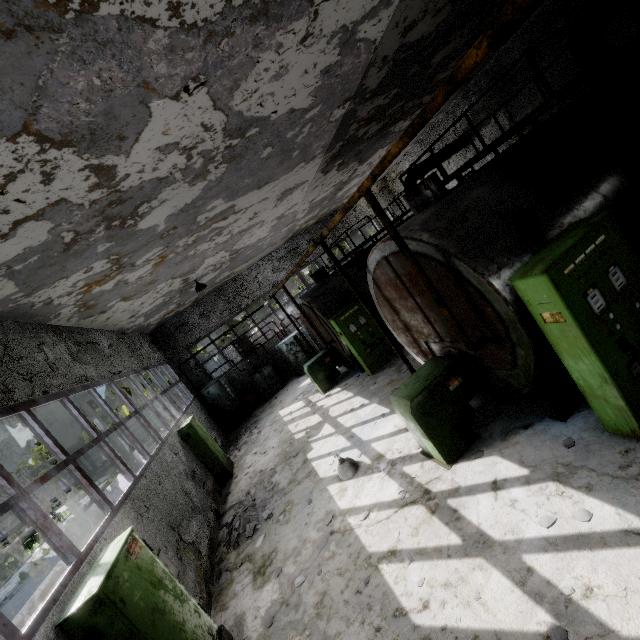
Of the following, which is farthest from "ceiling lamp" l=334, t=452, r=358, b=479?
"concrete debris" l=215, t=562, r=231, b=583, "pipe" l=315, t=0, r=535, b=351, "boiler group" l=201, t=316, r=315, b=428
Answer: "pipe" l=315, t=0, r=535, b=351

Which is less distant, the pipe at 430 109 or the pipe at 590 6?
the pipe at 430 109

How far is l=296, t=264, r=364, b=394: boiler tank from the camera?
11.91m

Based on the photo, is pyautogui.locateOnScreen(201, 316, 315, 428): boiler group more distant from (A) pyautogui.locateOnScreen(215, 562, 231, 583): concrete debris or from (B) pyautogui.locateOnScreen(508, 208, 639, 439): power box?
(B) pyautogui.locateOnScreen(508, 208, 639, 439): power box

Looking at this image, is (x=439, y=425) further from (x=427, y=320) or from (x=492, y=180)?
(x=492, y=180)

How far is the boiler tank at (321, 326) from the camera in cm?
1191

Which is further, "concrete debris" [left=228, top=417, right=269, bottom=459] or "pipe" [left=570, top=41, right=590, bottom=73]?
"concrete debris" [left=228, top=417, right=269, bottom=459]

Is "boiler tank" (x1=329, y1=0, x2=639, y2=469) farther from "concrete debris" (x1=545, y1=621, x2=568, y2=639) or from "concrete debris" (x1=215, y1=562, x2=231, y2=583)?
"concrete debris" (x1=215, y1=562, x2=231, y2=583)
